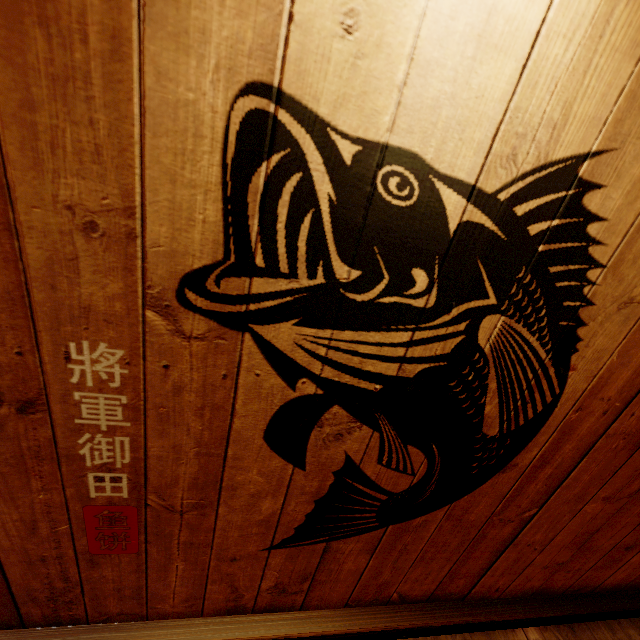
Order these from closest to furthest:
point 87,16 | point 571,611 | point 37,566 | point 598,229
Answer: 1. point 87,16
2. point 598,229
3. point 37,566
4. point 571,611
